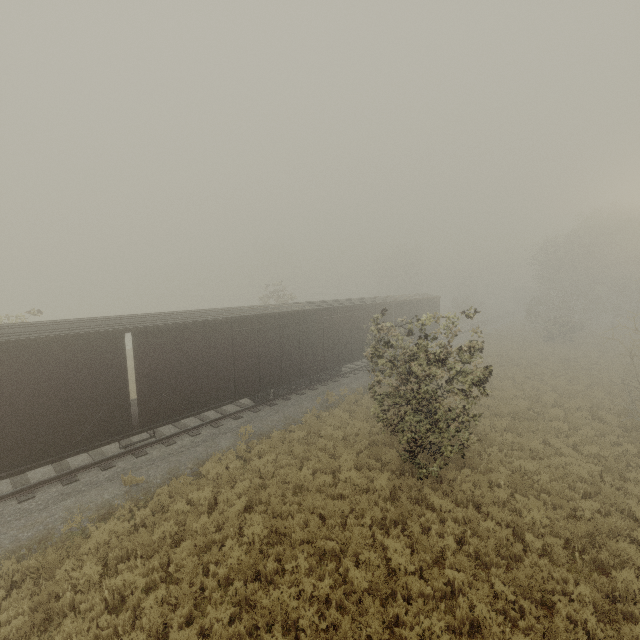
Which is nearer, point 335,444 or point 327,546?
point 327,546
